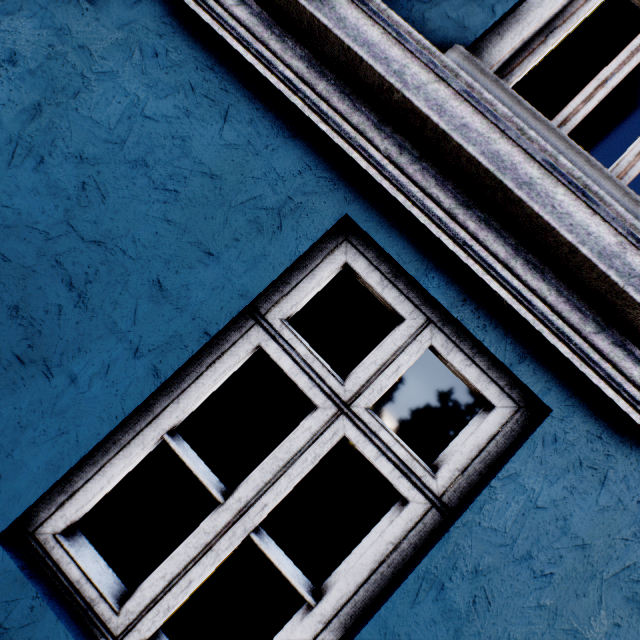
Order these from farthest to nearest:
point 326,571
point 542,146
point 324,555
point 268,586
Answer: point 324,555
point 326,571
point 268,586
point 542,146
